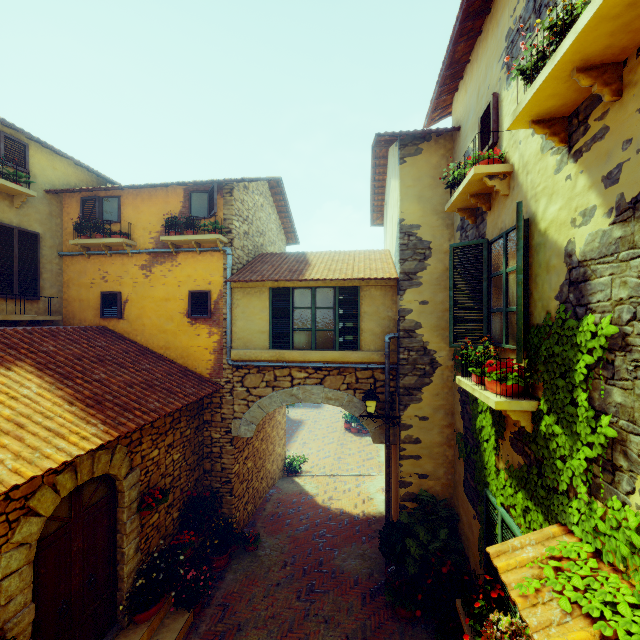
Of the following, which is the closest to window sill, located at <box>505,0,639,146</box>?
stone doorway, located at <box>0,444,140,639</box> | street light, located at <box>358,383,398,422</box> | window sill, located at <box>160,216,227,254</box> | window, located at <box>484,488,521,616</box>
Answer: window, located at <box>484,488,521,616</box>

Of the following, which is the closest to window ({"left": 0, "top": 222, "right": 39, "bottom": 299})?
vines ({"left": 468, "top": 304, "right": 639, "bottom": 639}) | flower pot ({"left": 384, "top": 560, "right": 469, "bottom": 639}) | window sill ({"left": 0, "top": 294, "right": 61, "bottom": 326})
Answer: window sill ({"left": 0, "top": 294, "right": 61, "bottom": 326})

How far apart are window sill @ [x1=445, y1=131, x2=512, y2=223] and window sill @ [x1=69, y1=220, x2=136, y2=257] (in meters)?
7.42

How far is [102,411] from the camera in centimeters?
495cm

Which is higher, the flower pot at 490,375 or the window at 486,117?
the window at 486,117

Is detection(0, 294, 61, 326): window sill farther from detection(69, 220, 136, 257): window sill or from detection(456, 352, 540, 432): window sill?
detection(456, 352, 540, 432): window sill

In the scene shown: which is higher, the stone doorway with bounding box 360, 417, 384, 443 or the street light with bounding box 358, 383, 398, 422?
the street light with bounding box 358, 383, 398, 422

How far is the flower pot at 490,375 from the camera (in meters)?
3.81
